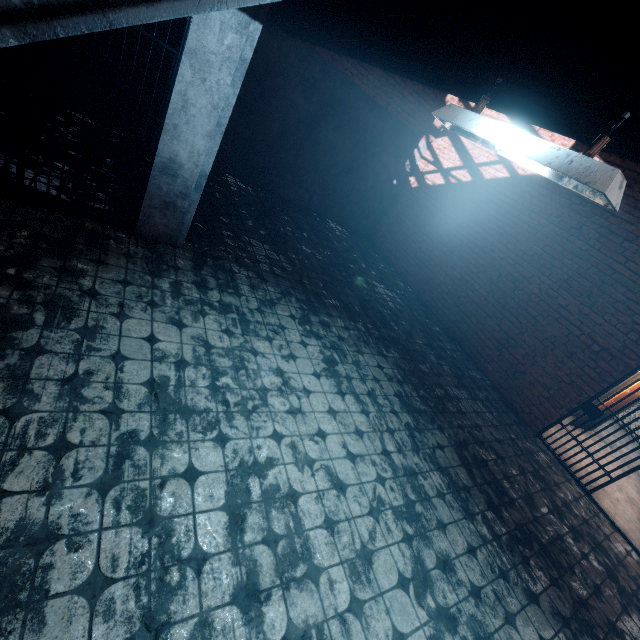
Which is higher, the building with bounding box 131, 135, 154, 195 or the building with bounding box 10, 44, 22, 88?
the building with bounding box 10, 44, 22, 88

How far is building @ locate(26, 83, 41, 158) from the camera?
4.1m

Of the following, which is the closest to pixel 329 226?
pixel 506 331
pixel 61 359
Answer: pixel 506 331

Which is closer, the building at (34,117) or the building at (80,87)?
the building at (34,117)

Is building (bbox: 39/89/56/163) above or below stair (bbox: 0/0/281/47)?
below

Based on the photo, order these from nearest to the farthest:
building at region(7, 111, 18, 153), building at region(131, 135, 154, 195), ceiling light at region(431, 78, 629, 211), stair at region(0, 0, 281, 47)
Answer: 1. stair at region(0, 0, 281, 47)
2. ceiling light at region(431, 78, 629, 211)
3. building at region(7, 111, 18, 153)
4. building at region(131, 135, 154, 195)

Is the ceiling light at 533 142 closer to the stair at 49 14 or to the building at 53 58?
the stair at 49 14

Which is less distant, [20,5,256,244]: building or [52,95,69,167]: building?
[20,5,256,244]: building
